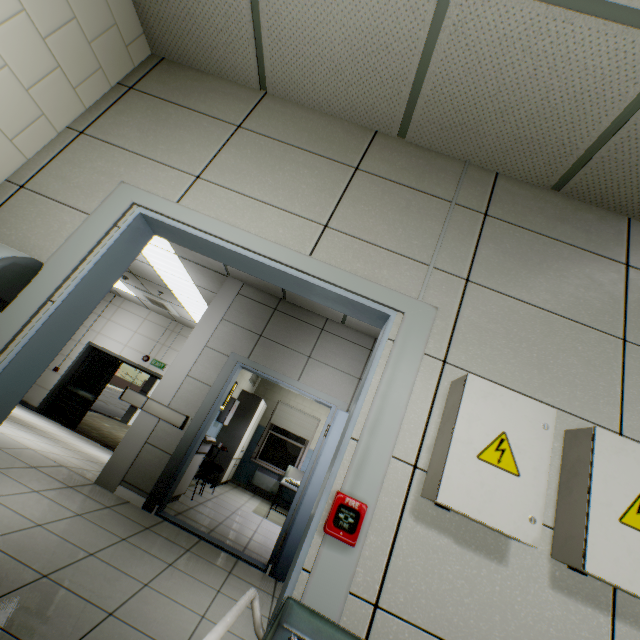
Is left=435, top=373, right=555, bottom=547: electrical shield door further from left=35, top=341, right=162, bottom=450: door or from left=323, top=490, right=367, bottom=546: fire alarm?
left=35, top=341, right=162, bottom=450: door

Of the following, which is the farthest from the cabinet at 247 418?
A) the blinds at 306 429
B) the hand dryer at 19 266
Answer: the hand dryer at 19 266

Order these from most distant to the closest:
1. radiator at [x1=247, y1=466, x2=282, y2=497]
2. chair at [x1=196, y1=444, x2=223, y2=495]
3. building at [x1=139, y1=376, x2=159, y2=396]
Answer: building at [x1=139, y1=376, x2=159, y2=396], radiator at [x1=247, y1=466, x2=282, y2=497], chair at [x1=196, y1=444, x2=223, y2=495]

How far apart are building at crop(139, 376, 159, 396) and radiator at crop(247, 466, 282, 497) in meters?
8.8

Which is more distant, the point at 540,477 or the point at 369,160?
the point at 369,160

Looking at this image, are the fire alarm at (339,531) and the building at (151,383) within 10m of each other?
no

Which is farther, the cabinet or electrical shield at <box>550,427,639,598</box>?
the cabinet

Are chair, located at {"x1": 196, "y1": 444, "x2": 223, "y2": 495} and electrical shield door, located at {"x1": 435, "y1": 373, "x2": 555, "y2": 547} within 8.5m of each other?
yes
